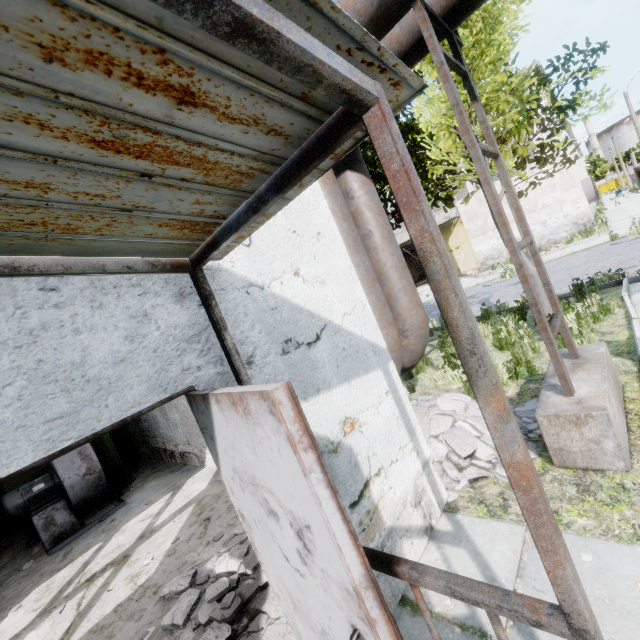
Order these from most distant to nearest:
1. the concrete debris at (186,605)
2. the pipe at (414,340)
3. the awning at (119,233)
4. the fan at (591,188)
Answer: the fan at (591,188), the pipe at (414,340), the concrete debris at (186,605), the awning at (119,233)

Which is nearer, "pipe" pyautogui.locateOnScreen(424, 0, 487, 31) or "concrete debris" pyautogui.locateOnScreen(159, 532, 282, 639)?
"concrete debris" pyautogui.locateOnScreen(159, 532, 282, 639)

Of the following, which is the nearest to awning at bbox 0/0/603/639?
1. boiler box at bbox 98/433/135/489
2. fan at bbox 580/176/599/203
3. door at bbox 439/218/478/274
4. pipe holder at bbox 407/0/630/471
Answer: pipe holder at bbox 407/0/630/471

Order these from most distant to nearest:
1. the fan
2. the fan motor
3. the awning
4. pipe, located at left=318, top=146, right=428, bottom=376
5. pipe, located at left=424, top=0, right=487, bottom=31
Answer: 1. the fan
2. the fan motor
3. pipe, located at left=318, top=146, right=428, bottom=376
4. pipe, located at left=424, top=0, right=487, bottom=31
5. the awning

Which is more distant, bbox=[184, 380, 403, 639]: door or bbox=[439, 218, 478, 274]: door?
bbox=[439, 218, 478, 274]: door

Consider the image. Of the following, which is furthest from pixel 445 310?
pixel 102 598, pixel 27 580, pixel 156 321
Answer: pixel 27 580

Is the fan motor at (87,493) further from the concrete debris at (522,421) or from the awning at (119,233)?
the awning at (119,233)

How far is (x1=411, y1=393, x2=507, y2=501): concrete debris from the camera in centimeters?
353cm
